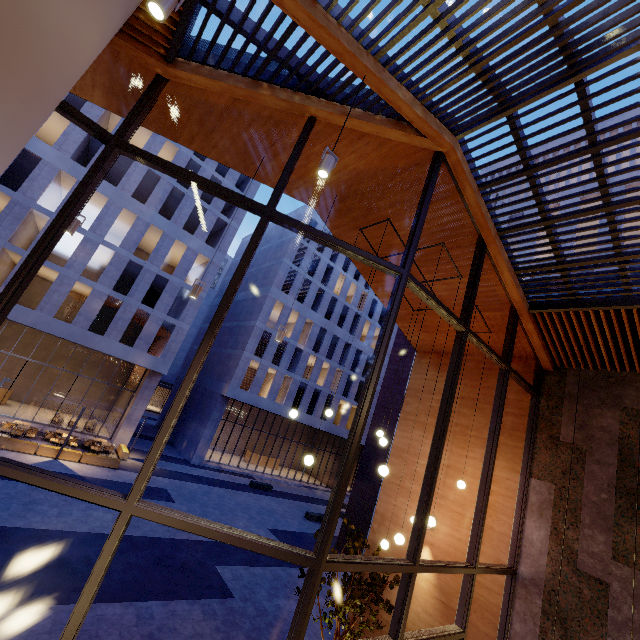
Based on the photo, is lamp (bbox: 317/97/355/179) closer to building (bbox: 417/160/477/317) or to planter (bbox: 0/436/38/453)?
building (bbox: 417/160/477/317)

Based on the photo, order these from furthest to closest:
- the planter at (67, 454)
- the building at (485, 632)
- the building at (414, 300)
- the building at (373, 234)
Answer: the planter at (67, 454) < the building at (414, 300) < the building at (373, 234) < the building at (485, 632)

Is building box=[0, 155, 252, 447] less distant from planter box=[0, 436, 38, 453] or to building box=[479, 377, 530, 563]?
planter box=[0, 436, 38, 453]

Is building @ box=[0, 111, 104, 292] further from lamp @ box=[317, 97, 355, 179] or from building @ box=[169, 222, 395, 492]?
lamp @ box=[317, 97, 355, 179]

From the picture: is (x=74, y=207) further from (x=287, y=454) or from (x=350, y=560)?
(x=287, y=454)

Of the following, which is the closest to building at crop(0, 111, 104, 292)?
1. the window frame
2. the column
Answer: the window frame

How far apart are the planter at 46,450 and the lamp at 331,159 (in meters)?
21.87

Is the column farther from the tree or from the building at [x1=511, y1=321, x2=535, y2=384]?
the tree
